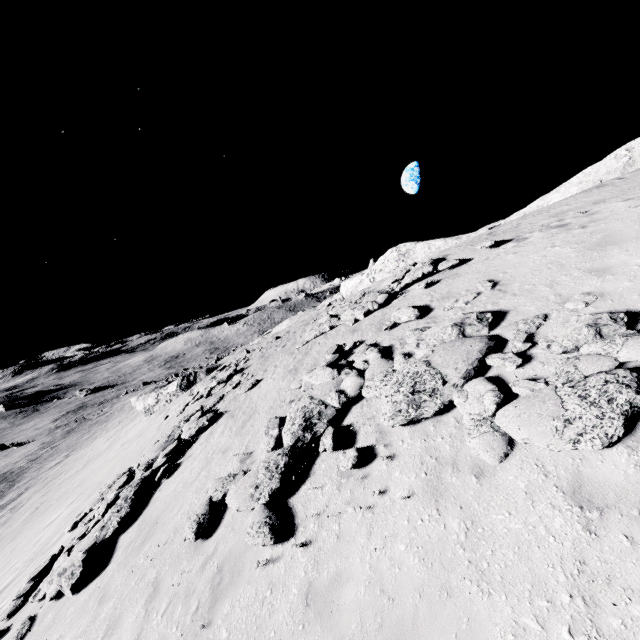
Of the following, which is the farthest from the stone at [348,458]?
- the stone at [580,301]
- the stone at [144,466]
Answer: the stone at [144,466]

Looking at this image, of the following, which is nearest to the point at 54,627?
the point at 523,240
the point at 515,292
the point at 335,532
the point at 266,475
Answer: the point at 266,475

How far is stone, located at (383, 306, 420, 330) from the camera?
10.5 meters

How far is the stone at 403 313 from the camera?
10.5m

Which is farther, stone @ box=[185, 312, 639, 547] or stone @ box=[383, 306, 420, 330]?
stone @ box=[383, 306, 420, 330]

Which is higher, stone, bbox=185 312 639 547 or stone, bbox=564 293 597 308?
stone, bbox=564 293 597 308

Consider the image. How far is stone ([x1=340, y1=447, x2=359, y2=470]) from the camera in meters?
6.7 m

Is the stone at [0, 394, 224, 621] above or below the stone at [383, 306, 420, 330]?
below
